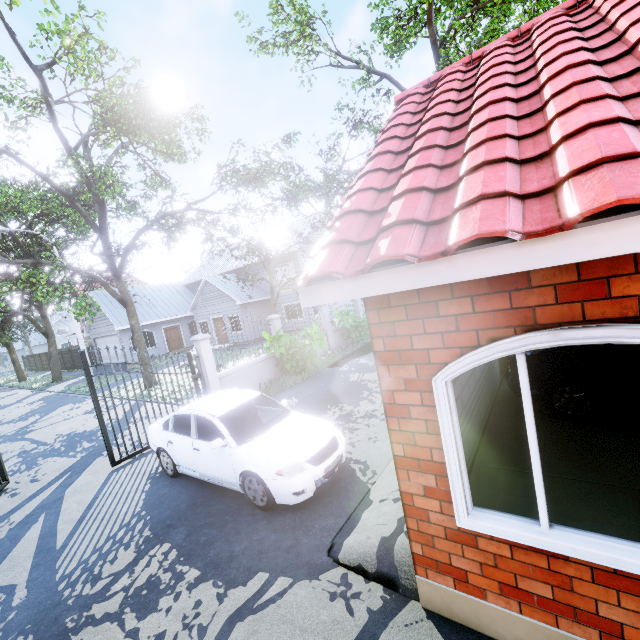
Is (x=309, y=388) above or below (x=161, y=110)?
below

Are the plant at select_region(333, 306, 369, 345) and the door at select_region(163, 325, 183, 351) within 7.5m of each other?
no

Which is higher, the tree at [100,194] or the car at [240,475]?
the tree at [100,194]

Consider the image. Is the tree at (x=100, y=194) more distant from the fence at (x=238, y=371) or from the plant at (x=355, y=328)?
the plant at (x=355, y=328)

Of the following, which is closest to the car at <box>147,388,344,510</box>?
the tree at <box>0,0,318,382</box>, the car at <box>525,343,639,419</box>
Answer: the car at <box>525,343,639,419</box>

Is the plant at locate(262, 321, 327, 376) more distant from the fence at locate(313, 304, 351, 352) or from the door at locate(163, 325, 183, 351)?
the door at locate(163, 325, 183, 351)

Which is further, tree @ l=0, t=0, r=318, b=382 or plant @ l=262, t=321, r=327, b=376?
plant @ l=262, t=321, r=327, b=376

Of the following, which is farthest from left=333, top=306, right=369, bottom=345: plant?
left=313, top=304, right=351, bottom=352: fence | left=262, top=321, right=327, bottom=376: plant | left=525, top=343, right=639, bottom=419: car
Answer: left=525, top=343, right=639, bottom=419: car
